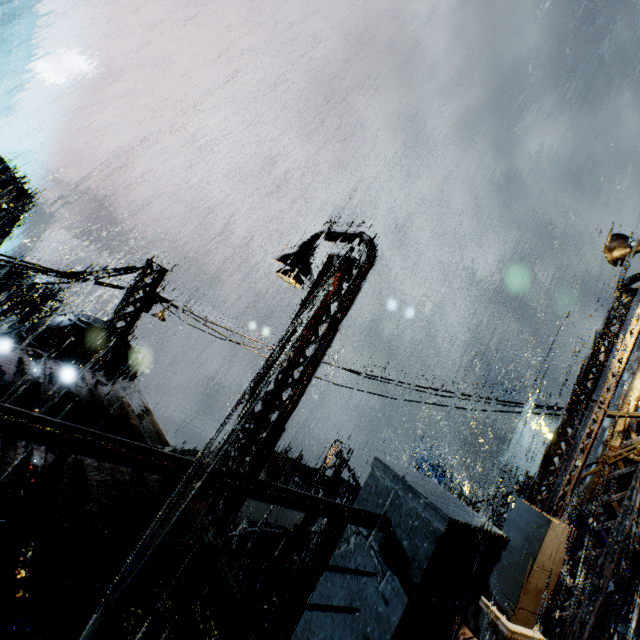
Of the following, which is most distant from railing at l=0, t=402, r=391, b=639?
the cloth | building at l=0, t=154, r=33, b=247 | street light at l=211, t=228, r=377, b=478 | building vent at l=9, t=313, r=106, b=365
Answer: the cloth

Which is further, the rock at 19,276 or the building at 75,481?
the rock at 19,276

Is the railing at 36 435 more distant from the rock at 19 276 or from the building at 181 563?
the rock at 19 276

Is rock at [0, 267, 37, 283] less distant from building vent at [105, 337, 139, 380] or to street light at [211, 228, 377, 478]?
building vent at [105, 337, 139, 380]

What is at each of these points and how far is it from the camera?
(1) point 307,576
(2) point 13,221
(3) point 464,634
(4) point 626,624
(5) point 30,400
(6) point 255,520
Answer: (1) building, 13.4m
(2) building, 42.8m
(3) bridge, 4.9m
(4) railing, 6.0m
(5) building, 5.4m
(6) building, 13.8m

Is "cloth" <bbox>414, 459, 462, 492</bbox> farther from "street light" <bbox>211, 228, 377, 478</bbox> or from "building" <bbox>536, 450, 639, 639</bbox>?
"street light" <bbox>211, 228, 377, 478</bbox>

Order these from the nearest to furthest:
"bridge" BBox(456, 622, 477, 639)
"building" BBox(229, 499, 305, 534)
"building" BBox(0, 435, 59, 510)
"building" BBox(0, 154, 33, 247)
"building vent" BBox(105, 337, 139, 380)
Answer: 1. "building" BBox(0, 435, 59, 510)
2. "bridge" BBox(456, 622, 477, 639)
3. "building vent" BBox(105, 337, 139, 380)
4. "building" BBox(229, 499, 305, 534)
5. "building" BBox(0, 154, 33, 247)

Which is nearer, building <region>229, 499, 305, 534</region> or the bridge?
the bridge
